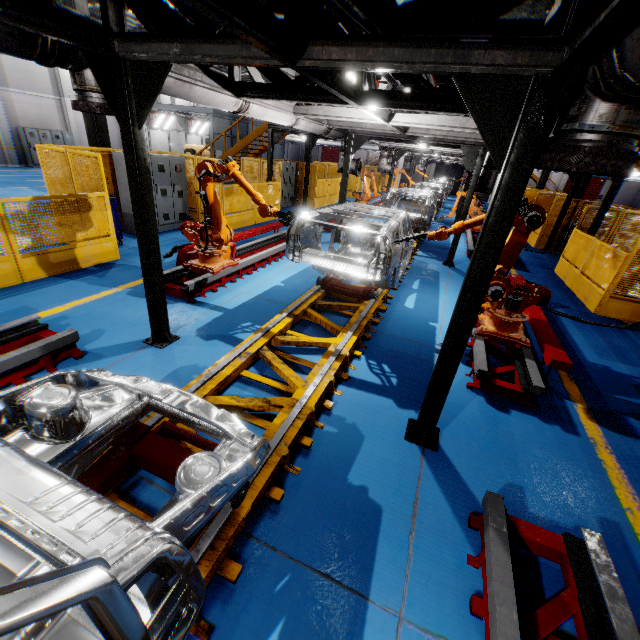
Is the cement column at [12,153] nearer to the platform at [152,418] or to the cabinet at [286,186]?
the cabinet at [286,186]

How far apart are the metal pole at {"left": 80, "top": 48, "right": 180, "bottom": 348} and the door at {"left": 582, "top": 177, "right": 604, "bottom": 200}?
52.2m

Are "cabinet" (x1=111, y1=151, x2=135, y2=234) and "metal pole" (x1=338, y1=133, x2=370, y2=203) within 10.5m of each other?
yes

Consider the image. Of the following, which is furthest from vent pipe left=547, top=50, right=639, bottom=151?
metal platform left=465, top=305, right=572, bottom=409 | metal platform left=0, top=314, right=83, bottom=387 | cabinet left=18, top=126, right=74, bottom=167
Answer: cabinet left=18, top=126, right=74, bottom=167

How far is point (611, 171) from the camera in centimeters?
204cm

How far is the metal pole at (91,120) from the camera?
9.03m

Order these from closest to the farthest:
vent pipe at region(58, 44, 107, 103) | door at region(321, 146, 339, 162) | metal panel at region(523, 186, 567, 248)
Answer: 1. vent pipe at region(58, 44, 107, 103)
2. metal panel at region(523, 186, 567, 248)
3. door at region(321, 146, 339, 162)

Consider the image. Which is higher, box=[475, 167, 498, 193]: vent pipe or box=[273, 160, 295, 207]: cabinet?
box=[475, 167, 498, 193]: vent pipe
